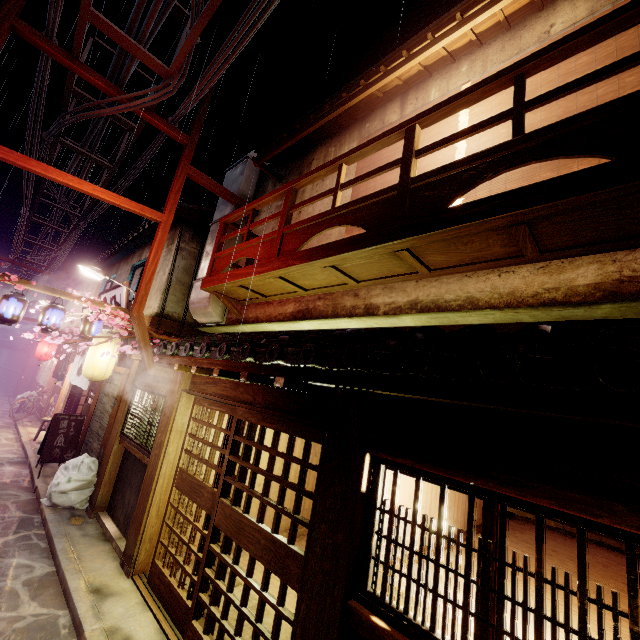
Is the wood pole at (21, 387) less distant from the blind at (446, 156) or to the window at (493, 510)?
the blind at (446, 156)

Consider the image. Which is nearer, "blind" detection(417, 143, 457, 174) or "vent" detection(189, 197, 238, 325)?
"blind" detection(417, 143, 457, 174)

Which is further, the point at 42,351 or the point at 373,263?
the point at 42,351

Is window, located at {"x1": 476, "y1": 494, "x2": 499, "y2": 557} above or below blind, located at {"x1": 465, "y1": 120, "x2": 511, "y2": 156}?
below

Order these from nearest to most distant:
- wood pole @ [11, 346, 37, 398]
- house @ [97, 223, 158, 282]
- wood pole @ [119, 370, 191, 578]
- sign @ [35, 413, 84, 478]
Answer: wood pole @ [119, 370, 191, 578], sign @ [35, 413, 84, 478], house @ [97, 223, 158, 282], wood pole @ [11, 346, 37, 398]

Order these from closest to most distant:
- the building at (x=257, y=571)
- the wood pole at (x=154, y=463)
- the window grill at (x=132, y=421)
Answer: the wood pole at (x=154, y=463) < the building at (x=257, y=571) < the window grill at (x=132, y=421)

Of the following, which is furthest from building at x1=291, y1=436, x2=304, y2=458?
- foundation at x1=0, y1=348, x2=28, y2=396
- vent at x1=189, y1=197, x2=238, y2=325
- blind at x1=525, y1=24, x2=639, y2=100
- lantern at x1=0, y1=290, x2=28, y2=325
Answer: foundation at x1=0, y1=348, x2=28, y2=396

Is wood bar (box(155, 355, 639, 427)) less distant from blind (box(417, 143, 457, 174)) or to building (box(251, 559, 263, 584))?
building (box(251, 559, 263, 584))
